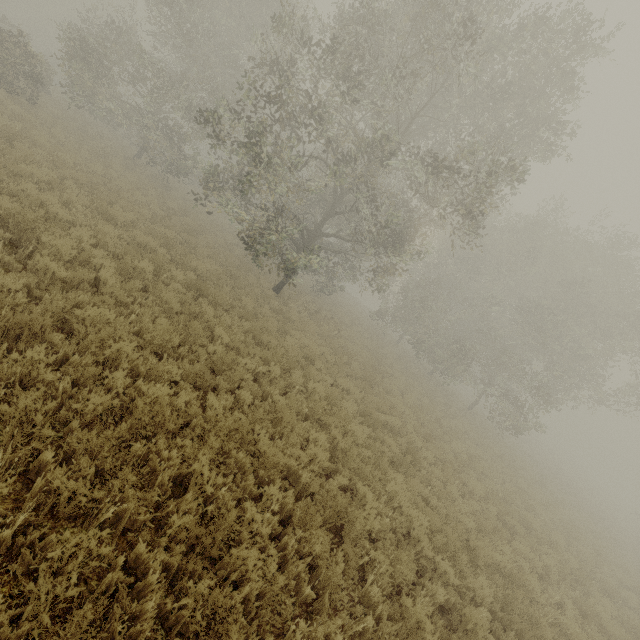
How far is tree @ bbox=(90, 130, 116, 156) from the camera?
18.2m

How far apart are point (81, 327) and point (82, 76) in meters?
20.7 m

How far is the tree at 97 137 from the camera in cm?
1820
